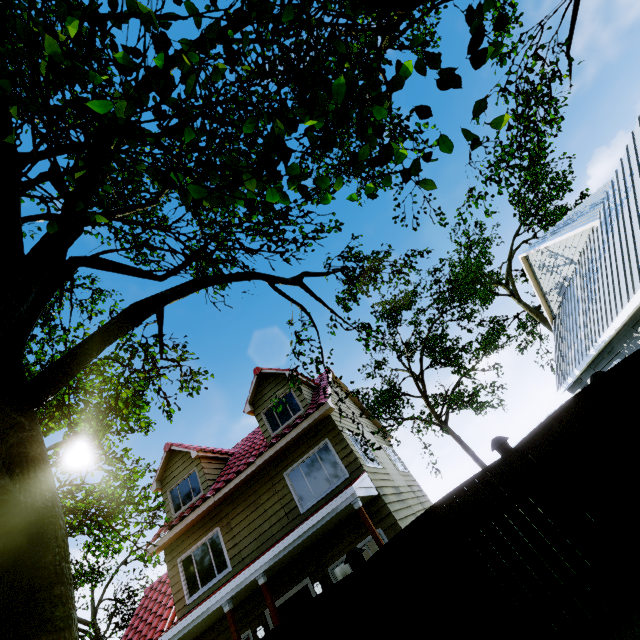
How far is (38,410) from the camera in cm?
1437

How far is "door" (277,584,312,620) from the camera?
9.31m

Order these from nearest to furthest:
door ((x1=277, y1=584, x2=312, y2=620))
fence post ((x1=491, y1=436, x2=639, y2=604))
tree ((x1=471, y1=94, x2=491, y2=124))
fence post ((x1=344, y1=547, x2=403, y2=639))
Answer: tree ((x1=471, y1=94, x2=491, y2=124)) < fence post ((x1=491, y1=436, x2=639, y2=604)) < fence post ((x1=344, y1=547, x2=403, y2=639)) < door ((x1=277, y1=584, x2=312, y2=620))

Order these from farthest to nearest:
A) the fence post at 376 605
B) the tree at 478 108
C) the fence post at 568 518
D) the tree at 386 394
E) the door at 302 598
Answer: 1. the door at 302 598
2. the tree at 386 394
3. the fence post at 376 605
4. the fence post at 568 518
5. the tree at 478 108

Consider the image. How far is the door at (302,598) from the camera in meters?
9.3 m

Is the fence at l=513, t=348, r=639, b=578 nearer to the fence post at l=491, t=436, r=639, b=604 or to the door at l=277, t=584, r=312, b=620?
the fence post at l=491, t=436, r=639, b=604

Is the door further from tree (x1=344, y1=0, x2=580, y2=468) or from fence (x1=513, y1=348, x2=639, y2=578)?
fence (x1=513, y1=348, x2=639, y2=578)

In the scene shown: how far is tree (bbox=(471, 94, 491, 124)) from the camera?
2.31m
